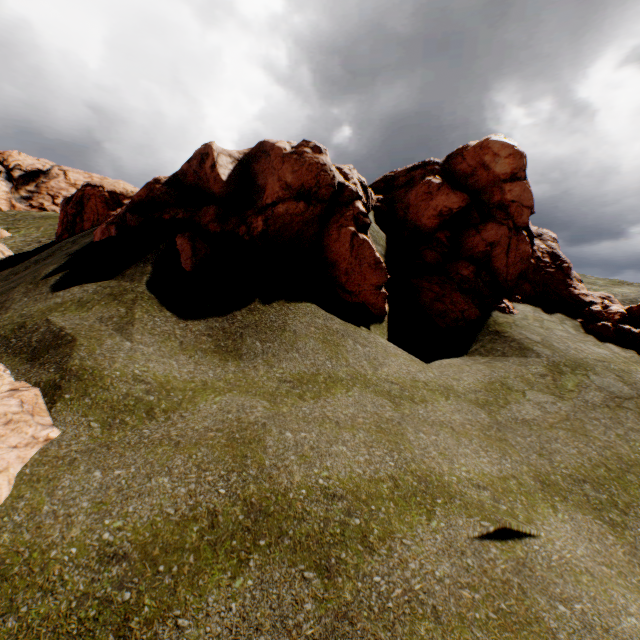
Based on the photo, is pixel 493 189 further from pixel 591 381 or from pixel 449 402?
pixel 449 402

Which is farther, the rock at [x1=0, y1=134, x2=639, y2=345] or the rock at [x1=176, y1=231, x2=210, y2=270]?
the rock at [x1=0, y1=134, x2=639, y2=345]

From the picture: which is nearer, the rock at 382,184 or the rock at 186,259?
the rock at 186,259

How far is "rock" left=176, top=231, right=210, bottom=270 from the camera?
9.8m

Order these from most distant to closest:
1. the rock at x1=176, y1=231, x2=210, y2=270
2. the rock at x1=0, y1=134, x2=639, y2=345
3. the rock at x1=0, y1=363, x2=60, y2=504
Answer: →
the rock at x1=0, y1=134, x2=639, y2=345
the rock at x1=176, y1=231, x2=210, y2=270
the rock at x1=0, y1=363, x2=60, y2=504

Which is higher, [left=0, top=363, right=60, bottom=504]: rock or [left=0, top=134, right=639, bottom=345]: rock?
[left=0, top=134, right=639, bottom=345]: rock
